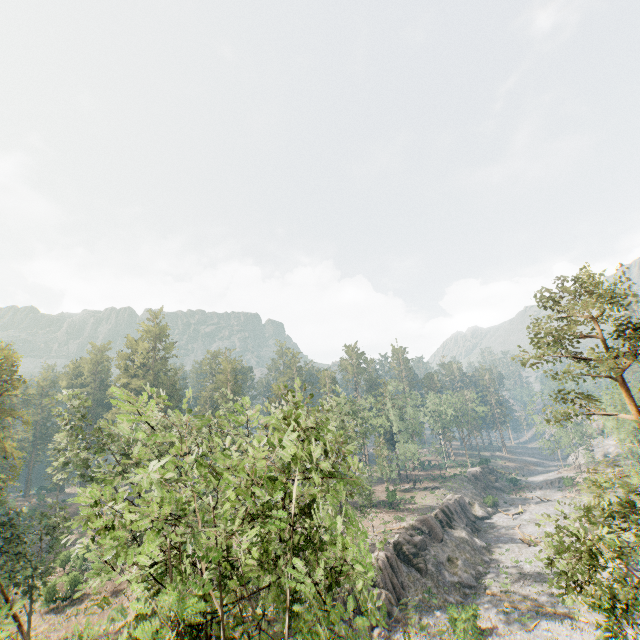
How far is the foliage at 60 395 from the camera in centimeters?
2838cm

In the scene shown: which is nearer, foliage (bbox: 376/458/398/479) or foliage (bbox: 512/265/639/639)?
foliage (bbox: 512/265/639/639)

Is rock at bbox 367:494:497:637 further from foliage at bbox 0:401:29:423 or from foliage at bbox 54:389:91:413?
foliage at bbox 54:389:91:413

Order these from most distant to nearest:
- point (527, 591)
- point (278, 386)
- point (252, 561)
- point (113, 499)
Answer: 1. point (527, 591)
2. point (278, 386)
3. point (113, 499)
4. point (252, 561)

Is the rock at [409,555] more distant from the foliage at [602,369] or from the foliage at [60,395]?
the foliage at [60,395]

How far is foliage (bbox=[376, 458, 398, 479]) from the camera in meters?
53.2 m

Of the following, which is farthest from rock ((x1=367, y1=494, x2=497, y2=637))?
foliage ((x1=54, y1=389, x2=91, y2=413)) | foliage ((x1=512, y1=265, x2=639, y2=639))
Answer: foliage ((x1=54, y1=389, x2=91, y2=413))
